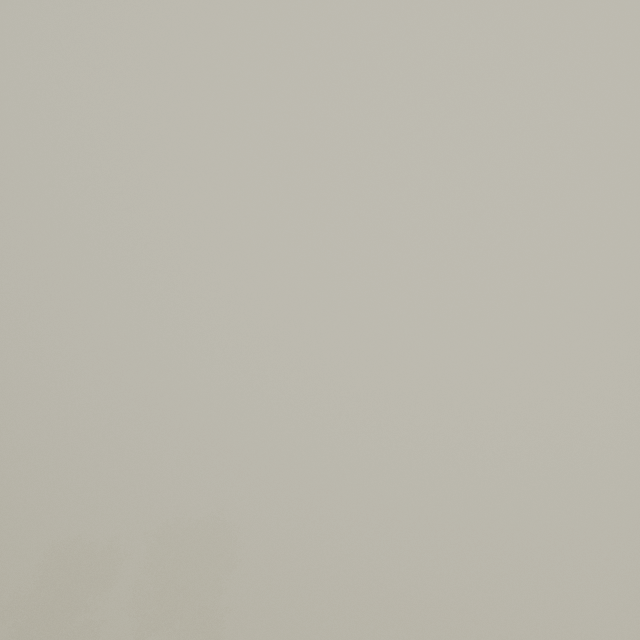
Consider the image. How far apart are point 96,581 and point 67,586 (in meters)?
3.47
